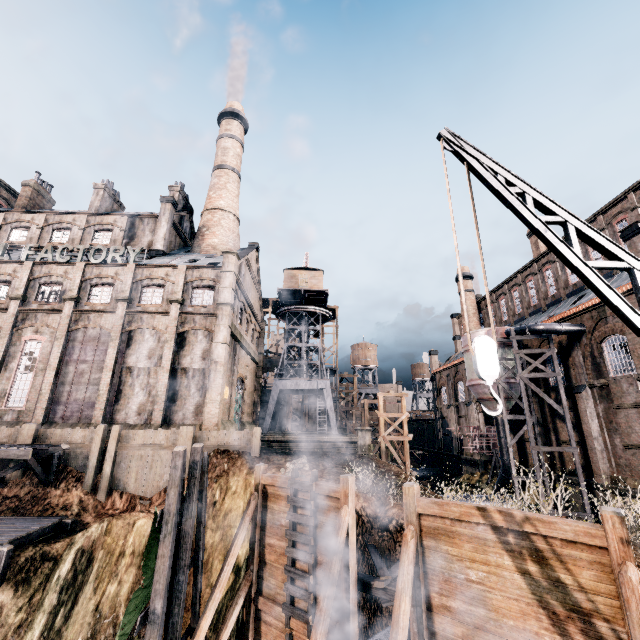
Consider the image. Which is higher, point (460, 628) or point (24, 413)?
point (24, 413)

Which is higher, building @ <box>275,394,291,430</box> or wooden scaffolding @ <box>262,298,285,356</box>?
wooden scaffolding @ <box>262,298,285,356</box>

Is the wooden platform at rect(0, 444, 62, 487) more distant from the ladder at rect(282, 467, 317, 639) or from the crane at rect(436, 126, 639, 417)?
the crane at rect(436, 126, 639, 417)

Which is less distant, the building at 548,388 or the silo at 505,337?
the silo at 505,337

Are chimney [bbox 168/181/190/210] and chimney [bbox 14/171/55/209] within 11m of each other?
no

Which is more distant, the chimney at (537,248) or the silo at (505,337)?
the chimney at (537,248)

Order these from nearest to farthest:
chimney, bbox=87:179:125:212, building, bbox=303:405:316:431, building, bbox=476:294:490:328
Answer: chimney, bbox=87:179:125:212, building, bbox=476:294:490:328, building, bbox=303:405:316:431

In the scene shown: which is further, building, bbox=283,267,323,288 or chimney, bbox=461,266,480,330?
chimney, bbox=461,266,480,330
